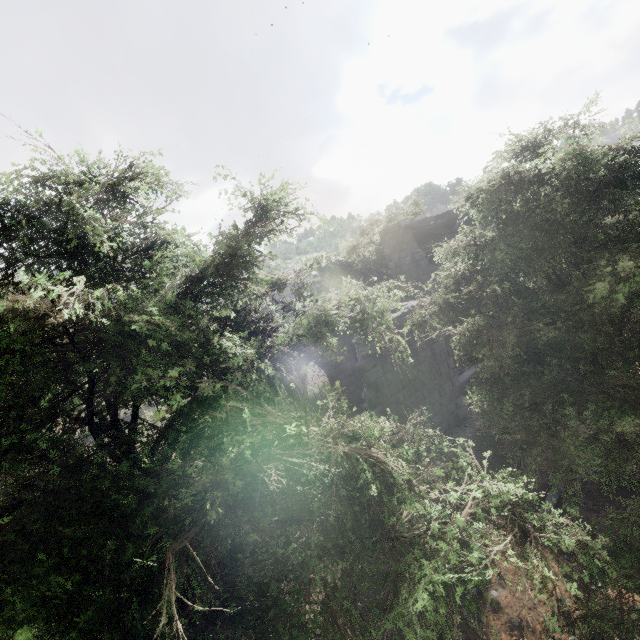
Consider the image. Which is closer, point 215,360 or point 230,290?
point 215,360

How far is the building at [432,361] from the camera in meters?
10.6 m

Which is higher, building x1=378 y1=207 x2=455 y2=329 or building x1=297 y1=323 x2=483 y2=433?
building x1=378 y1=207 x2=455 y2=329

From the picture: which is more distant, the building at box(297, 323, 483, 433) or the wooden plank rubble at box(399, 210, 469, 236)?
the wooden plank rubble at box(399, 210, 469, 236)

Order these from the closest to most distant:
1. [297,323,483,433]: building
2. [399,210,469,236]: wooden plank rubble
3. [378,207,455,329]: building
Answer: [297,323,483,433]: building
[378,207,455,329]: building
[399,210,469,236]: wooden plank rubble

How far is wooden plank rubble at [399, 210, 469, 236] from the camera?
16.2 meters

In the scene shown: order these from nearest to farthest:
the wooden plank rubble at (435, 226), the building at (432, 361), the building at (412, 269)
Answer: the building at (432, 361) < the building at (412, 269) < the wooden plank rubble at (435, 226)

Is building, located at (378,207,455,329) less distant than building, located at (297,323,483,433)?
No
